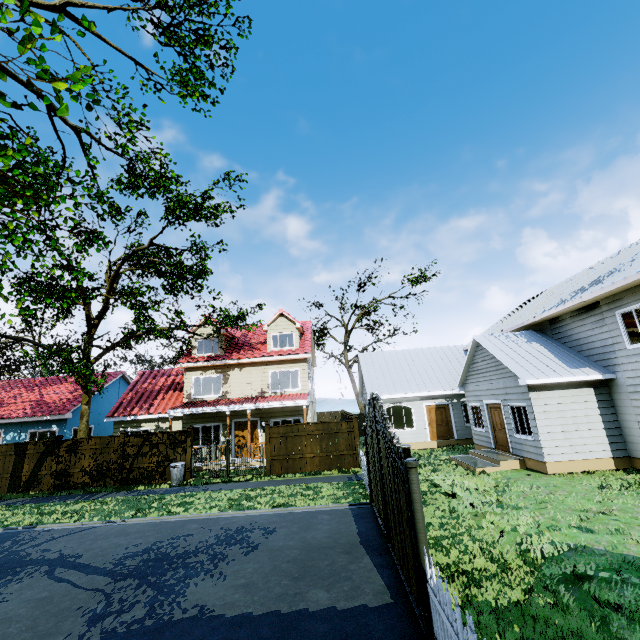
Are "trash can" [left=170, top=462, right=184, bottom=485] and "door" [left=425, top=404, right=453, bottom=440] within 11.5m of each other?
no

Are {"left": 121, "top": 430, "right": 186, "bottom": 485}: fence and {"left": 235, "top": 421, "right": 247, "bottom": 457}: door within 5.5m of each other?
yes

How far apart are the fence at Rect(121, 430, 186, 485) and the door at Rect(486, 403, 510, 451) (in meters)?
14.84

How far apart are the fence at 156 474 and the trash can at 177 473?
0.0m

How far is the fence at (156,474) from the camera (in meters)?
15.59

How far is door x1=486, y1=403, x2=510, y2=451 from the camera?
14.3 meters

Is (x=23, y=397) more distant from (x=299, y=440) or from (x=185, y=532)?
(x=185, y=532)

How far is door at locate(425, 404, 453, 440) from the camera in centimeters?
1969cm
